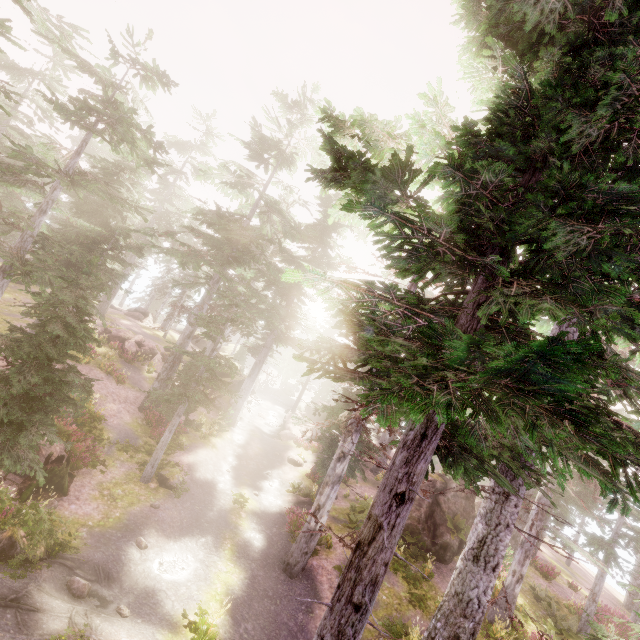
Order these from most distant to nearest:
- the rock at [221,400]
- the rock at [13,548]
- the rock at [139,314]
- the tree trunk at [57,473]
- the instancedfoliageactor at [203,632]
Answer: the rock at [139,314], the rock at [221,400], the tree trunk at [57,473], the instancedfoliageactor at [203,632], the rock at [13,548]

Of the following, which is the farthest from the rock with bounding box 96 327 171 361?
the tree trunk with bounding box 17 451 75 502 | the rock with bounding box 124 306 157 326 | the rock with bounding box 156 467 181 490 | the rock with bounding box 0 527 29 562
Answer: the rock with bounding box 0 527 29 562

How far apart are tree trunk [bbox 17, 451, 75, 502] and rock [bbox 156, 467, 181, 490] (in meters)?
3.52

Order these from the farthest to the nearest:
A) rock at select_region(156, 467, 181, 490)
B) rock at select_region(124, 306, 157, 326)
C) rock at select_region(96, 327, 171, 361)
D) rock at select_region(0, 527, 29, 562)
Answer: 1. rock at select_region(124, 306, 157, 326)
2. rock at select_region(96, 327, 171, 361)
3. rock at select_region(156, 467, 181, 490)
4. rock at select_region(0, 527, 29, 562)

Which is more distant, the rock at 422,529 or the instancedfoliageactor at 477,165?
the rock at 422,529

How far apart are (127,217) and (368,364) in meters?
27.0

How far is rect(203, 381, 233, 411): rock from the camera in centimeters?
3030cm

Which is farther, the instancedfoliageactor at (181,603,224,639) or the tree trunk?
the tree trunk
